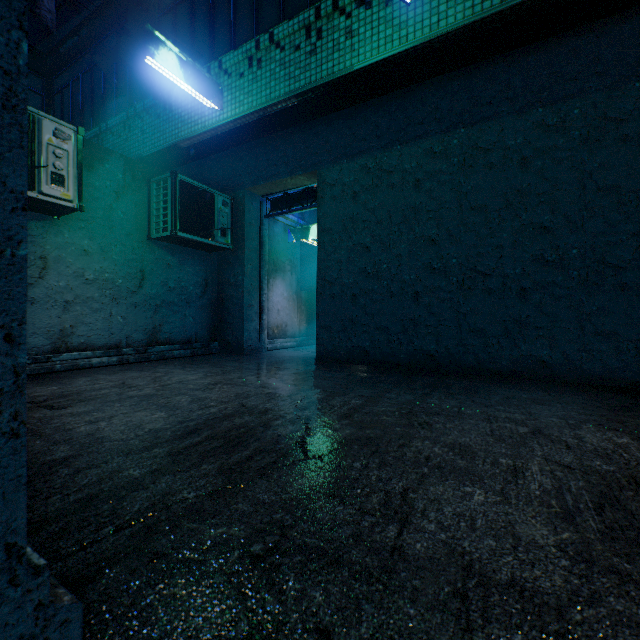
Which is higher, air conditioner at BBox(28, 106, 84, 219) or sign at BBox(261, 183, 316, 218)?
sign at BBox(261, 183, 316, 218)

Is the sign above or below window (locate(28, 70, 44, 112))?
below

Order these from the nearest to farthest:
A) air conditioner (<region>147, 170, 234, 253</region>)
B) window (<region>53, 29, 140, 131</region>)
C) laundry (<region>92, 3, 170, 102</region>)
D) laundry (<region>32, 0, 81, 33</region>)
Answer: laundry (<region>32, 0, 81, 33</region>) < laundry (<region>92, 3, 170, 102</region>) < air conditioner (<region>147, 170, 234, 253</region>) < window (<region>53, 29, 140, 131</region>)

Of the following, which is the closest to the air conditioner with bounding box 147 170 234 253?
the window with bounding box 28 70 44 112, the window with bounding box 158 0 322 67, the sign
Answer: the sign

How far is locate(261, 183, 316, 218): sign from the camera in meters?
5.8

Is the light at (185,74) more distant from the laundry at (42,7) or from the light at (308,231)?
the light at (308,231)

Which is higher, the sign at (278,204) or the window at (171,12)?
the window at (171,12)

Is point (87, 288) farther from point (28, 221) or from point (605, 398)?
point (605, 398)
